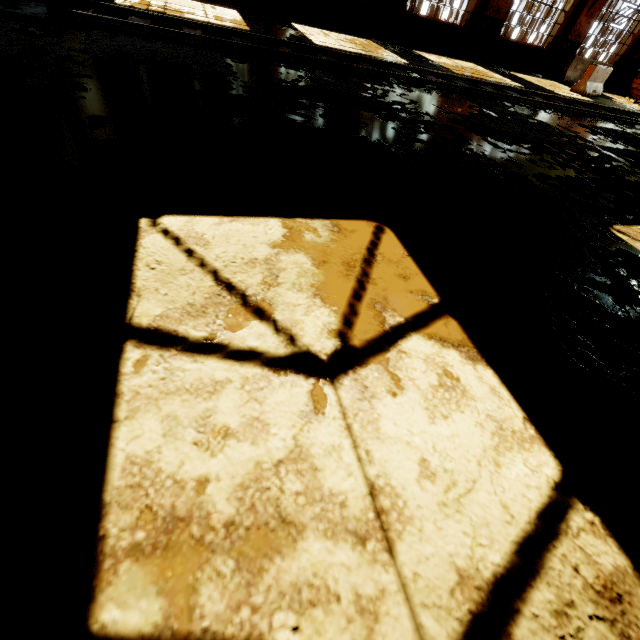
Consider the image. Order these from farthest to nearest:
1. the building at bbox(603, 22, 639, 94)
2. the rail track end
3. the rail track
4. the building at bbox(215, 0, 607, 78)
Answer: the building at bbox(603, 22, 639, 94), the building at bbox(215, 0, 607, 78), the rail track, the rail track end

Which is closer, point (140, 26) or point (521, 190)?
point (521, 190)

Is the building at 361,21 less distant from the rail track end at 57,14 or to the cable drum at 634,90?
the cable drum at 634,90

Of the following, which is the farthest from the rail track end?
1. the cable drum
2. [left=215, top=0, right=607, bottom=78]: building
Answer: the cable drum

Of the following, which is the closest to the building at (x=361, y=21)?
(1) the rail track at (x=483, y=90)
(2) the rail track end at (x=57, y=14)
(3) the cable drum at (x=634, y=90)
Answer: (3) the cable drum at (x=634, y=90)

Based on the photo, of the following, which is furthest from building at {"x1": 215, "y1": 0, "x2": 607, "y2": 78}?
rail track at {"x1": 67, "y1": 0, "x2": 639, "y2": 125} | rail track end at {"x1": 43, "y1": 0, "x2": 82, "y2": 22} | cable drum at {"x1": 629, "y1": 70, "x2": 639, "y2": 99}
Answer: rail track end at {"x1": 43, "y1": 0, "x2": 82, "y2": 22}

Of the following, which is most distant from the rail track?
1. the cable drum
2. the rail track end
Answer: the cable drum

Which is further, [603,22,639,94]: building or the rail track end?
[603,22,639,94]: building
